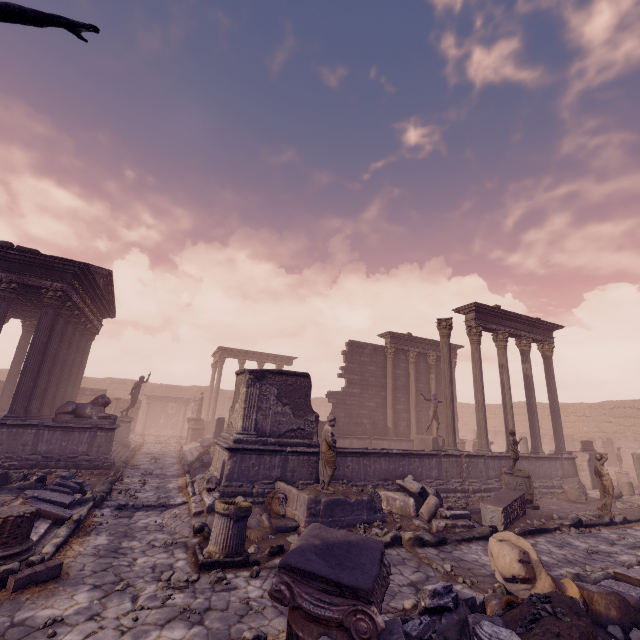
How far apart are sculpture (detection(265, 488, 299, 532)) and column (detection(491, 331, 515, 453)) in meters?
10.8

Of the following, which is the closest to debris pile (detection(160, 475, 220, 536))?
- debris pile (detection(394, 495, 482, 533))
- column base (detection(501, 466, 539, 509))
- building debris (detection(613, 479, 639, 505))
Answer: debris pile (detection(394, 495, 482, 533))

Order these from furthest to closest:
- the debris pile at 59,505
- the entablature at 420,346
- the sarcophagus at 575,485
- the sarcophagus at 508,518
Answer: the entablature at 420,346, the sarcophagus at 575,485, the sarcophagus at 508,518, the debris pile at 59,505

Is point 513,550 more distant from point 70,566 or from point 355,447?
point 355,447

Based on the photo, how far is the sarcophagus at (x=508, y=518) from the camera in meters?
8.6

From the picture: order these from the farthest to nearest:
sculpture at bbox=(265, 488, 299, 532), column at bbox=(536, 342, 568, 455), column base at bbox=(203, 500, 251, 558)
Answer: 1. column at bbox=(536, 342, 568, 455)
2. sculpture at bbox=(265, 488, 299, 532)
3. column base at bbox=(203, 500, 251, 558)

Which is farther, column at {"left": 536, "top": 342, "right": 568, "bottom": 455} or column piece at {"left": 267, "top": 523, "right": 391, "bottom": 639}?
column at {"left": 536, "top": 342, "right": 568, "bottom": 455}

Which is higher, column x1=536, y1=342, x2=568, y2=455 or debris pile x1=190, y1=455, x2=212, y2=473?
column x1=536, y1=342, x2=568, y2=455
